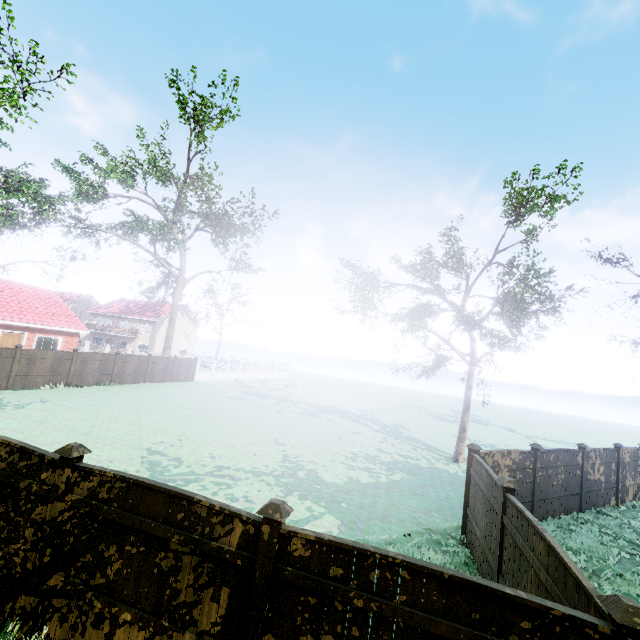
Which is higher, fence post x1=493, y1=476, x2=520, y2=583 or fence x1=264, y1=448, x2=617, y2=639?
fence post x1=493, y1=476, x2=520, y2=583

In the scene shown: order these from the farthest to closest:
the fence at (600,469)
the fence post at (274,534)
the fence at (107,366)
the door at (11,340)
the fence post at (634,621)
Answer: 1. the door at (11,340)
2. the fence at (107,366)
3. the fence at (600,469)
4. the fence post at (274,534)
5. the fence post at (634,621)

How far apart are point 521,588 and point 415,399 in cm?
5395

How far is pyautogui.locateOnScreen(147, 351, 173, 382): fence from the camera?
28.2 meters

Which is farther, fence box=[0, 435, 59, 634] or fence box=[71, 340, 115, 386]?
fence box=[71, 340, 115, 386]

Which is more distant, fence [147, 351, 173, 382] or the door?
fence [147, 351, 173, 382]

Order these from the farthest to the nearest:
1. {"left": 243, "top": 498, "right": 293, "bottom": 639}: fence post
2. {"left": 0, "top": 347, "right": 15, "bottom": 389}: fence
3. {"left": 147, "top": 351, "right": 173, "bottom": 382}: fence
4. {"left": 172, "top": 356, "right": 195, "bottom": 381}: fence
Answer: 1. {"left": 172, "top": 356, "right": 195, "bottom": 381}: fence
2. {"left": 147, "top": 351, "right": 173, "bottom": 382}: fence
3. {"left": 0, "top": 347, "right": 15, "bottom": 389}: fence
4. {"left": 243, "top": 498, "right": 293, "bottom": 639}: fence post

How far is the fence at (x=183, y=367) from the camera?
31.3m
